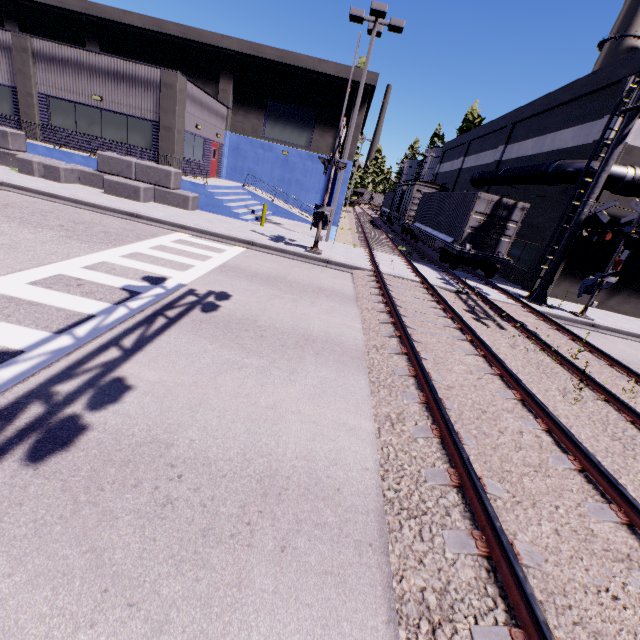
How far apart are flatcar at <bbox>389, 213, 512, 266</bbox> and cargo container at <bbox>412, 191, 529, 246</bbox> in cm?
1

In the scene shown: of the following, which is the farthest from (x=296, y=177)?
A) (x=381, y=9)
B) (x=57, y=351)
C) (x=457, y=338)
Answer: (x=57, y=351)

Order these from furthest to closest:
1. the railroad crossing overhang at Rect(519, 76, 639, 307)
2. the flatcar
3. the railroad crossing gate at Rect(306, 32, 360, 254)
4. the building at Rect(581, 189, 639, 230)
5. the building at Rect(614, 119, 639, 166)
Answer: the flatcar, the building at Rect(581, 189, 639, 230), the building at Rect(614, 119, 639, 166), the railroad crossing overhang at Rect(519, 76, 639, 307), the railroad crossing gate at Rect(306, 32, 360, 254)

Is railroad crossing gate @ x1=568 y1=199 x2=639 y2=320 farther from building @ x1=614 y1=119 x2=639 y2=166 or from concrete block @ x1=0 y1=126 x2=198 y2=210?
concrete block @ x1=0 y1=126 x2=198 y2=210

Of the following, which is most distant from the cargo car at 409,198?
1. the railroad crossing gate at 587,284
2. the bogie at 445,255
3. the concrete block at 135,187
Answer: the railroad crossing gate at 587,284

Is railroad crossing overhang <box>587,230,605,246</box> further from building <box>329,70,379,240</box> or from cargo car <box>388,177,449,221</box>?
cargo car <box>388,177,449,221</box>

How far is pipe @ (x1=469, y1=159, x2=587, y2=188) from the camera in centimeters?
1470cm

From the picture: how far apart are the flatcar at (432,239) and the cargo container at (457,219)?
0.01m
